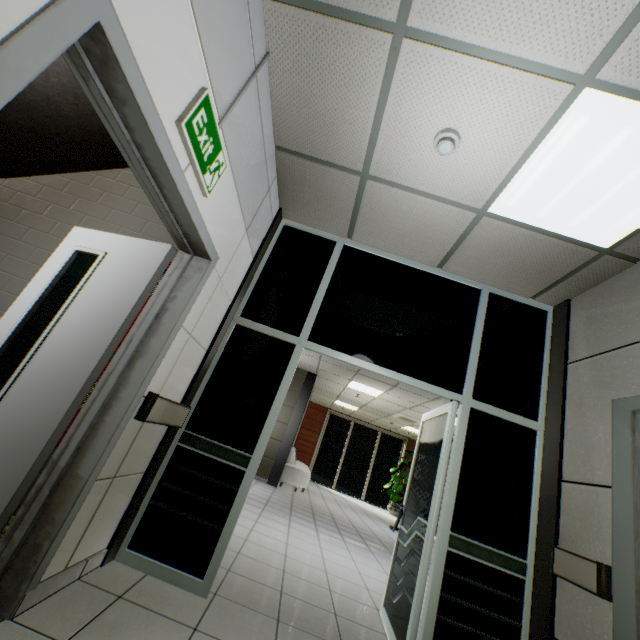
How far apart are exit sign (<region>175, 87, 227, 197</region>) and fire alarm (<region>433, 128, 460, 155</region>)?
1.42m

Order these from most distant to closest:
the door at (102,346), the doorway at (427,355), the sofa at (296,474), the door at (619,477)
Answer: the sofa at (296,474), the doorway at (427,355), the door at (619,477), the door at (102,346)

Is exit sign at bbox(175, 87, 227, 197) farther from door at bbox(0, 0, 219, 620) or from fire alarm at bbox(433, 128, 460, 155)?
fire alarm at bbox(433, 128, 460, 155)

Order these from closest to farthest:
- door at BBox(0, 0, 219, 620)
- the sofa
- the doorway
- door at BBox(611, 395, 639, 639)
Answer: door at BBox(0, 0, 219, 620) → door at BBox(611, 395, 639, 639) → the doorway → the sofa

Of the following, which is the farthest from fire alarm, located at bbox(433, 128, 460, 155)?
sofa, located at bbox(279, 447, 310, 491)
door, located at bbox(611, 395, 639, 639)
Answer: sofa, located at bbox(279, 447, 310, 491)

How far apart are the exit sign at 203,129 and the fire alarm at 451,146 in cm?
142

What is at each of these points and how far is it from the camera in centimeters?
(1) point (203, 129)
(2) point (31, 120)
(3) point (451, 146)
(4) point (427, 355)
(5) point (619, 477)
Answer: (1) exit sign, 164cm
(2) stairs, 292cm
(3) fire alarm, 211cm
(4) doorway, 308cm
(5) door, 206cm

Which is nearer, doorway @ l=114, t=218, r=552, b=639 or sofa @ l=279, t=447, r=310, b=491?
doorway @ l=114, t=218, r=552, b=639
